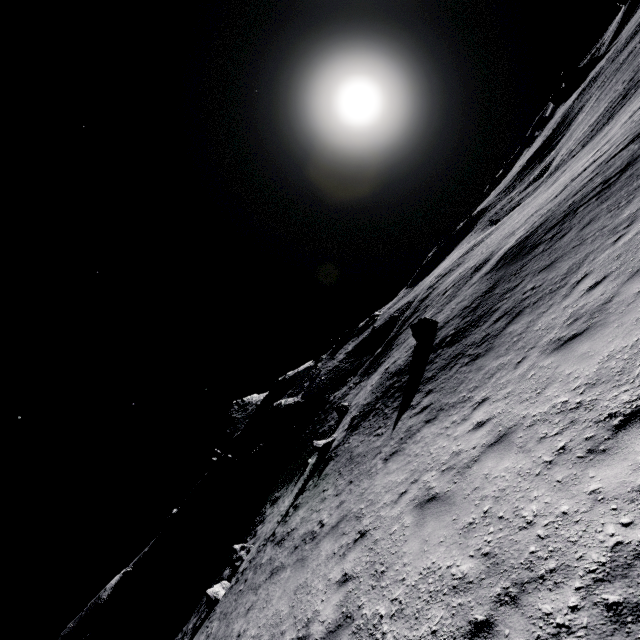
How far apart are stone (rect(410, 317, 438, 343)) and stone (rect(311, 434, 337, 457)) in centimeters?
795cm

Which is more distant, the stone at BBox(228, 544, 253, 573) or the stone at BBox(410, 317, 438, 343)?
the stone at BBox(228, 544, 253, 573)

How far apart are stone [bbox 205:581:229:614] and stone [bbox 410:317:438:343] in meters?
17.4

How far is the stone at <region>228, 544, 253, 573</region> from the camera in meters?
20.1 m

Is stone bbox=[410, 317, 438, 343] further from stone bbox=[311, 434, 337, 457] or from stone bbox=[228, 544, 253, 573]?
stone bbox=[228, 544, 253, 573]

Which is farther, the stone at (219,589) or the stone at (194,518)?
the stone at (194,518)

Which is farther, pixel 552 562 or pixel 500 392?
pixel 500 392

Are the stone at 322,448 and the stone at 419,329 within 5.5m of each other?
no
